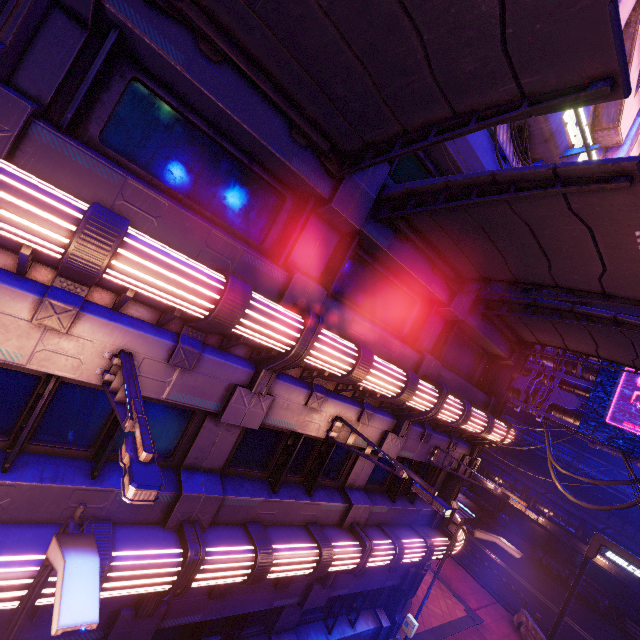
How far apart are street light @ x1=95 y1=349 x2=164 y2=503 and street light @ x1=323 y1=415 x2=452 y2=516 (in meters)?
4.46

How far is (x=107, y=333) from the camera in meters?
4.8 m

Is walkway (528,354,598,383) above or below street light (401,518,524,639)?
above

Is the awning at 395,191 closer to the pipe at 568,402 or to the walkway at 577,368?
the walkway at 577,368

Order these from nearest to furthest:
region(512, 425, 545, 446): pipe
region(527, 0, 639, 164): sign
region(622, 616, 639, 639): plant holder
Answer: region(527, 0, 639, 164): sign, region(622, 616, 639, 639): plant holder, region(512, 425, 545, 446): pipe

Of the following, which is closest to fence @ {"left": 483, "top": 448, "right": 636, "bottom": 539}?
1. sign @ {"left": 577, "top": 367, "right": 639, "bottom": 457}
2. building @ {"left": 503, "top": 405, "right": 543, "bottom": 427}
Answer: building @ {"left": 503, "top": 405, "right": 543, "bottom": 427}

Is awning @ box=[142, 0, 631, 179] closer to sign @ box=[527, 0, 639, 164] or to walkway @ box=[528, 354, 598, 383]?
sign @ box=[527, 0, 639, 164]

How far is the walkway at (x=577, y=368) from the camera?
16.27m
